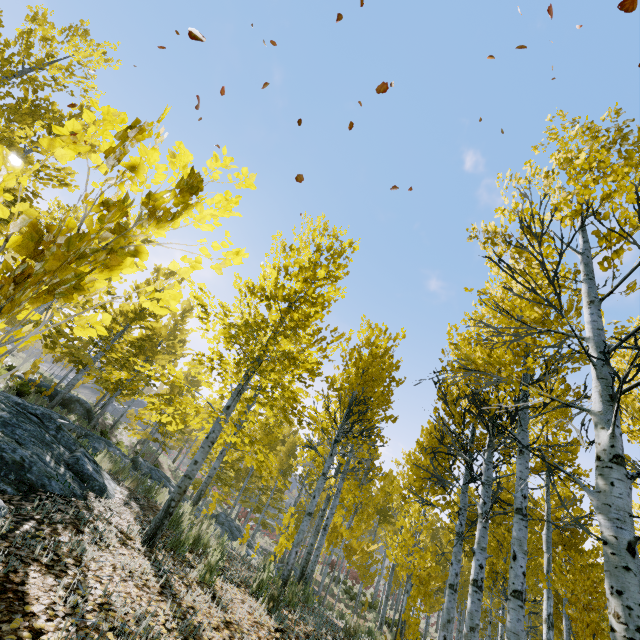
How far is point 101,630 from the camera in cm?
225

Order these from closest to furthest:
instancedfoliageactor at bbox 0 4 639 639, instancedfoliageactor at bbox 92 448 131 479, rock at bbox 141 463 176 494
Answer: instancedfoliageactor at bbox 0 4 639 639
instancedfoliageactor at bbox 92 448 131 479
rock at bbox 141 463 176 494

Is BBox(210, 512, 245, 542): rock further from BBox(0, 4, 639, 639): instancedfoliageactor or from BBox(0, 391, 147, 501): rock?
BBox(0, 391, 147, 501): rock

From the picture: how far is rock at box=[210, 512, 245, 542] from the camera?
15.2m

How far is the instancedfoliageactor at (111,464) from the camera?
7.73m

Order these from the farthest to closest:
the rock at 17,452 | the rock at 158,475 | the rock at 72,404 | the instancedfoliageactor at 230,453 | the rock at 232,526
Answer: the rock at 72,404 < the rock at 232,526 < the rock at 158,475 < the rock at 17,452 < the instancedfoliageactor at 230,453

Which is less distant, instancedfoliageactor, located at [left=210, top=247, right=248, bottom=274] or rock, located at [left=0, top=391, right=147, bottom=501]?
instancedfoliageactor, located at [left=210, top=247, right=248, bottom=274]

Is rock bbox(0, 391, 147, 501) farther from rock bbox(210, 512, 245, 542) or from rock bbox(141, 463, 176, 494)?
rock bbox(210, 512, 245, 542)
